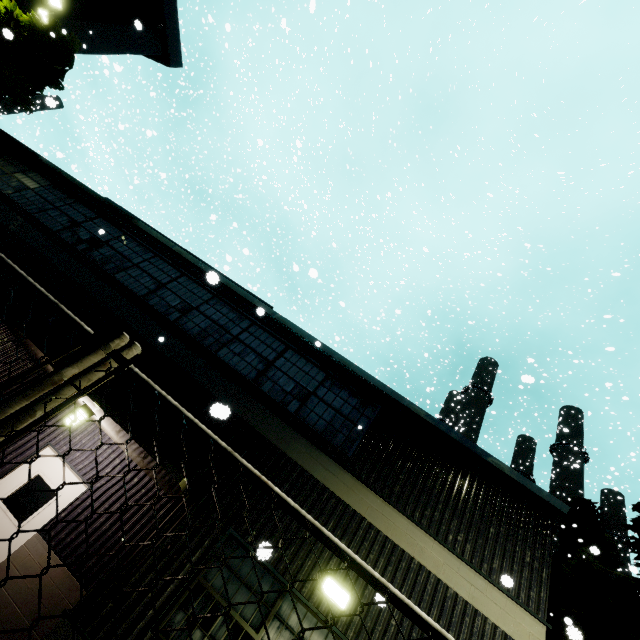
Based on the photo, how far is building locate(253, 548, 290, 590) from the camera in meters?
3.5 m

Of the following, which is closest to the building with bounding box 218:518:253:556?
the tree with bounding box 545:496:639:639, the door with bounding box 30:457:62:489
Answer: the door with bounding box 30:457:62:489

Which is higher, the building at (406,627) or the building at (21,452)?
the building at (406,627)

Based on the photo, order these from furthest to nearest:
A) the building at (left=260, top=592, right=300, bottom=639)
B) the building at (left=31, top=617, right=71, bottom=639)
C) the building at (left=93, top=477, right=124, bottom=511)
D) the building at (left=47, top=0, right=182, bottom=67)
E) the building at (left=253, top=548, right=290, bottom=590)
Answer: the building at (left=47, top=0, right=182, bottom=67), the building at (left=93, top=477, right=124, bottom=511), the building at (left=260, top=592, right=300, bottom=639), the building at (left=31, top=617, right=71, bottom=639), the building at (left=253, top=548, right=290, bottom=590)

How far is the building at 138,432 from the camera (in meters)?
5.55

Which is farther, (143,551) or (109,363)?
(143,551)

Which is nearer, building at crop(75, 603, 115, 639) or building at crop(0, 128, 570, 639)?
A: building at crop(75, 603, 115, 639)
